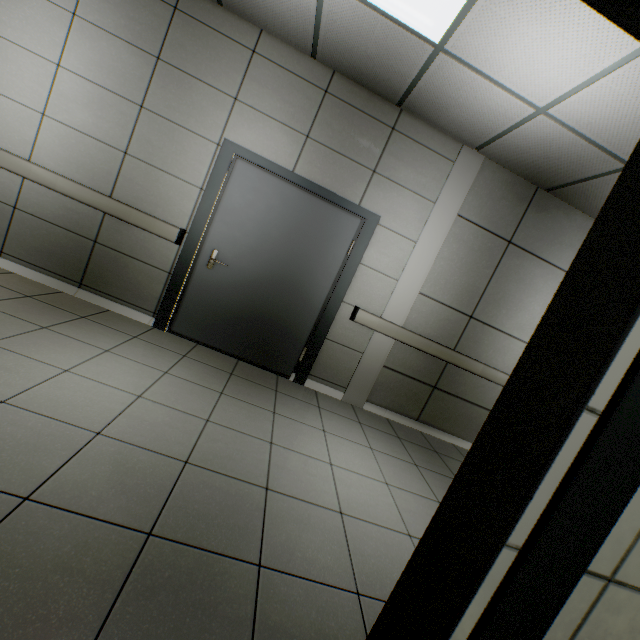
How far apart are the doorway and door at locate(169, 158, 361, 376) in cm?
1

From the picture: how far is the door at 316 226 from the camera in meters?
3.5 m

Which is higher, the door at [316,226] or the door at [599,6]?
the door at [599,6]

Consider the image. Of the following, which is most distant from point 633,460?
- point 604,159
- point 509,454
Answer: point 604,159

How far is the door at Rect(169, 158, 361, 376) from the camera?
3.50m

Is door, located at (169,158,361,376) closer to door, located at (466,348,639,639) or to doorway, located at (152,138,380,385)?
doorway, located at (152,138,380,385)

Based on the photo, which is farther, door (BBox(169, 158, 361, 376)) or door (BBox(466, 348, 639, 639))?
door (BBox(169, 158, 361, 376))

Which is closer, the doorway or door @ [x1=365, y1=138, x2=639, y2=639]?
door @ [x1=365, y1=138, x2=639, y2=639]
